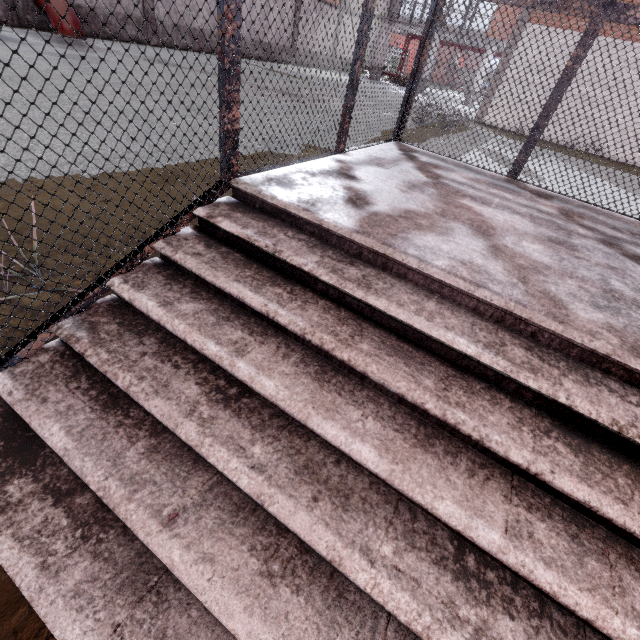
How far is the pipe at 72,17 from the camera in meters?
12.2

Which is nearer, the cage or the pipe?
the cage

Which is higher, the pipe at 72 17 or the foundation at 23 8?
the pipe at 72 17

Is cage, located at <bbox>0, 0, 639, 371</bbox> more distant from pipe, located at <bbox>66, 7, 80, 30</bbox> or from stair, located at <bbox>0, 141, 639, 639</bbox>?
pipe, located at <bbox>66, 7, 80, 30</bbox>

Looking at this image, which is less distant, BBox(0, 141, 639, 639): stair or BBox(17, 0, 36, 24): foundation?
BBox(0, 141, 639, 639): stair

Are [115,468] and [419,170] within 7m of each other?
yes

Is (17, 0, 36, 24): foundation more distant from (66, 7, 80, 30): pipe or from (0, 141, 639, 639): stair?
(0, 141, 639, 639): stair

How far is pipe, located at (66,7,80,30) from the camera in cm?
Answer: 1218
